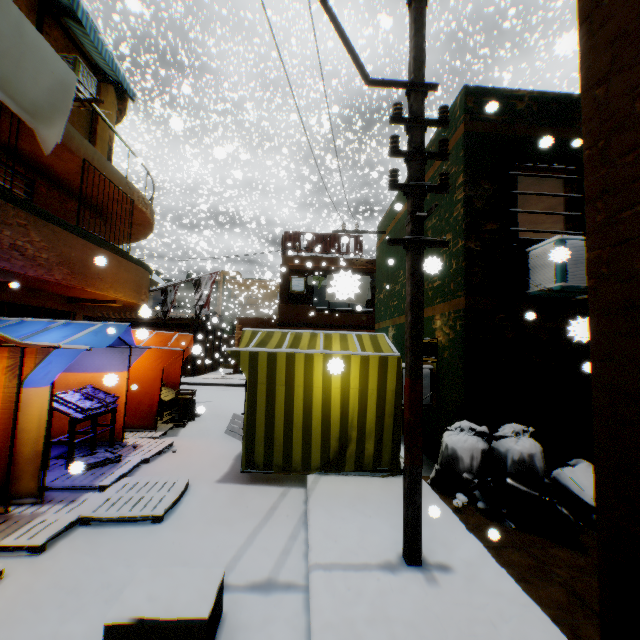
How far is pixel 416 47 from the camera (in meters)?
3.72

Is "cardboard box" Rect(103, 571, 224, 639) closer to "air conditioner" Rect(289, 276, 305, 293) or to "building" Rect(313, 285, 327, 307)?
"building" Rect(313, 285, 327, 307)

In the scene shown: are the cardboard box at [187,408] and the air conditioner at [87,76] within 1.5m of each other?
no

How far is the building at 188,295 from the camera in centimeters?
2050cm

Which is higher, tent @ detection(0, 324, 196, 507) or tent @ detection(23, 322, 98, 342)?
tent @ detection(23, 322, 98, 342)

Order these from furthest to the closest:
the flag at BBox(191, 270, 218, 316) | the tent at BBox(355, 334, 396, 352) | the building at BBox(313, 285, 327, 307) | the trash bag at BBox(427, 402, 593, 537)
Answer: the building at BBox(313, 285, 327, 307) → the flag at BBox(191, 270, 218, 316) → the tent at BBox(355, 334, 396, 352) → the trash bag at BBox(427, 402, 593, 537)

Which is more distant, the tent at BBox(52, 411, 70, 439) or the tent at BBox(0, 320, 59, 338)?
the tent at BBox(52, 411, 70, 439)

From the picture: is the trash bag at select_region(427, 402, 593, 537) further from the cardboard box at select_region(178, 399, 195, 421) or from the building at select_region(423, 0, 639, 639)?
the cardboard box at select_region(178, 399, 195, 421)
